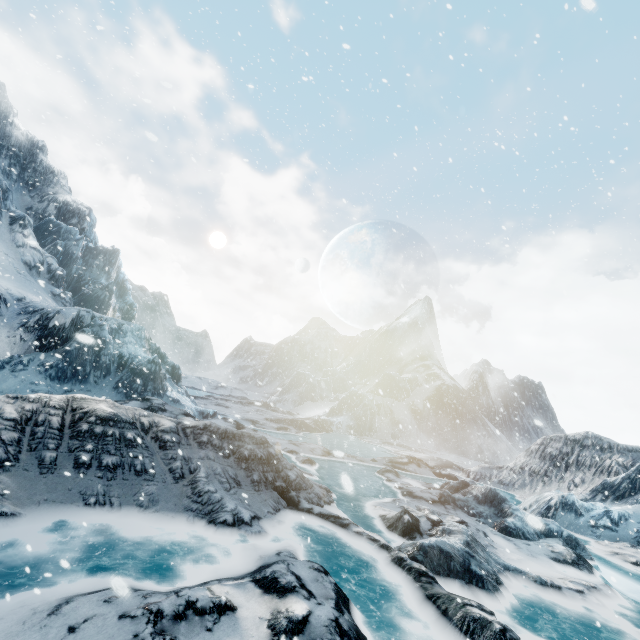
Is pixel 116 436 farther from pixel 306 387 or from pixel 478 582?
pixel 306 387
